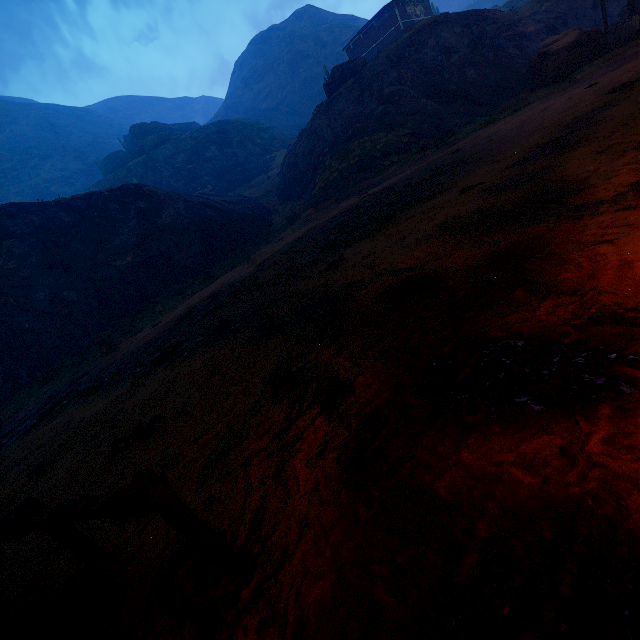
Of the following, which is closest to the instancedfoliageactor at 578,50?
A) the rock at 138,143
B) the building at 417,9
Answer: the building at 417,9

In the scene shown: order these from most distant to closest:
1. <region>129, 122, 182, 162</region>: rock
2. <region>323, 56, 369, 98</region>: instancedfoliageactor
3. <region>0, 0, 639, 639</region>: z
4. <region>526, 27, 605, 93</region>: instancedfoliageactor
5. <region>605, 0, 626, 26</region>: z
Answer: <region>129, 122, 182, 162</region>: rock < <region>323, 56, 369, 98</region>: instancedfoliageactor < <region>605, 0, 626, 26</region>: z < <region>526, 27, 605, 93</region>: instancedfoliageactor < <region>0, 0, 639, 639</region>: z

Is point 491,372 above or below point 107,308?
below

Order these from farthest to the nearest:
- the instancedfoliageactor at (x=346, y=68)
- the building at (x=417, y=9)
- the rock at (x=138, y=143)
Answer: the rock at (x=138, y=143)
the building at (x=417, y=9)
the instancedfoliageactor at (x=346, y=68)

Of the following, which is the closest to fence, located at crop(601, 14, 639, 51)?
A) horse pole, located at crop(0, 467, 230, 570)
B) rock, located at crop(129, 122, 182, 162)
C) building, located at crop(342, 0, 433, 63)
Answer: building, located at crop(342, 0, 433, 63)

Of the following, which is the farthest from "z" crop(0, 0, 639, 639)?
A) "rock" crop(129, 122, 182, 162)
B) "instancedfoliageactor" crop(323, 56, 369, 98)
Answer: "instancedfoliageactor" crop(323, 56, 369, 98)

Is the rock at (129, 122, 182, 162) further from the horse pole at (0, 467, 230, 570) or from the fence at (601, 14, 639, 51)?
the horse pole at (0, 467, 230, 570)
